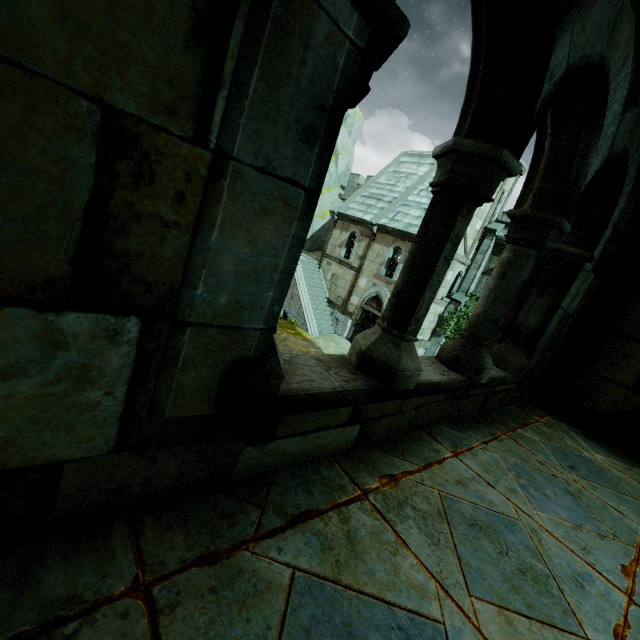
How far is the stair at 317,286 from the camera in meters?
20.5 m

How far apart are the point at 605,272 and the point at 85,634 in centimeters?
448cm

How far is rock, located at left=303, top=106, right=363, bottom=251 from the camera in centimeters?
2755cm

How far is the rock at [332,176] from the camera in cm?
2755

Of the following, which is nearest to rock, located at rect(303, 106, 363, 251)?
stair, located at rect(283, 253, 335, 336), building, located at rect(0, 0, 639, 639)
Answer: stair, located at rect(283, 253, 335, 336)

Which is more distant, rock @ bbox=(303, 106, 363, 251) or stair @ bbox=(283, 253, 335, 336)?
rock @ bbox=(303, 106, 363, 251)

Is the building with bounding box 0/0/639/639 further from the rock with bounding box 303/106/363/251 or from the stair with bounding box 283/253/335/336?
the rock with bounding box 303/106/363/251

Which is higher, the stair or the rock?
the rock
